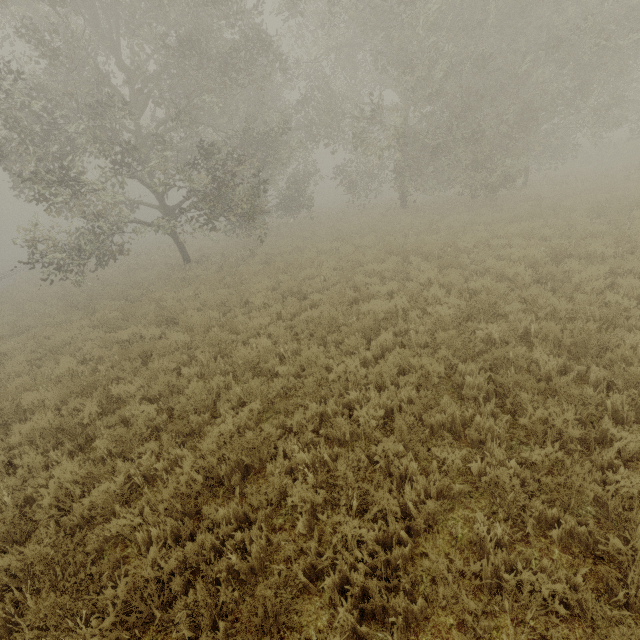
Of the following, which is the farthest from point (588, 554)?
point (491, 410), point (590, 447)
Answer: point (491, 410)
